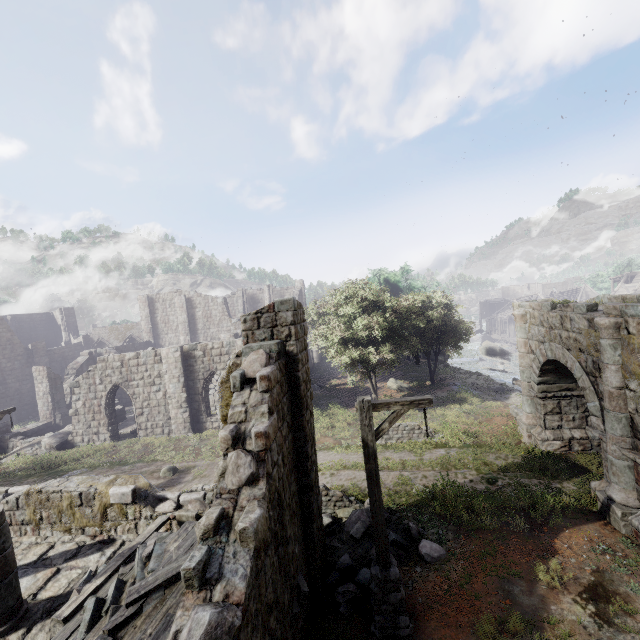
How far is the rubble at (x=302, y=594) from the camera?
5.80m

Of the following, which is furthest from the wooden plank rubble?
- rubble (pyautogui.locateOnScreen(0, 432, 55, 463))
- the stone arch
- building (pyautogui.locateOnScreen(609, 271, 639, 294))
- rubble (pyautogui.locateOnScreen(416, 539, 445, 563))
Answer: rubble (pyautogui.locateOnScreen(0, 432, 55, 463))

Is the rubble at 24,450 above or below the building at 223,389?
below

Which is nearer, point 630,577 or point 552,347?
point 630,577

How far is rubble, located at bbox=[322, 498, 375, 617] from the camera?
7.4m

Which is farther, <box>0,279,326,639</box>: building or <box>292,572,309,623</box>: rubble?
<box>292,572,309,623</box>: rubble

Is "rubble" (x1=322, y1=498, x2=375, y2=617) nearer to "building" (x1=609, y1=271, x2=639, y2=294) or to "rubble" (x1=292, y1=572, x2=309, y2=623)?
"building" (x1=609, y1=271, x2=639, y2=294)
